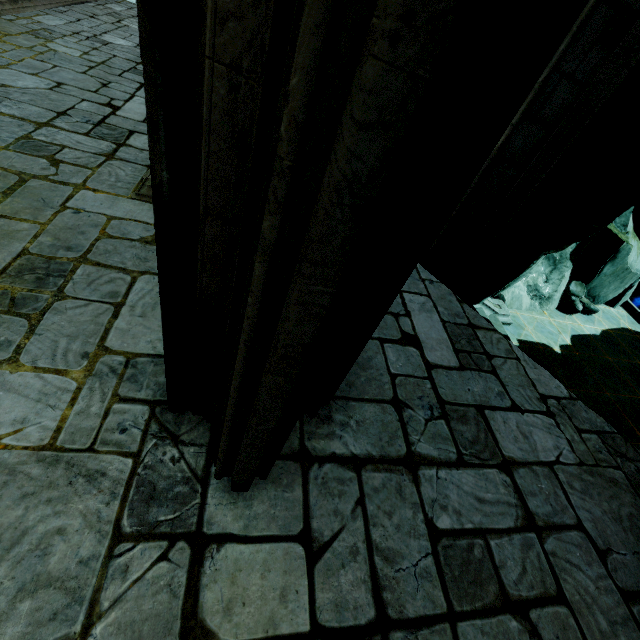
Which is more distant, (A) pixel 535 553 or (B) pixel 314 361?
(A) pixel 535 553

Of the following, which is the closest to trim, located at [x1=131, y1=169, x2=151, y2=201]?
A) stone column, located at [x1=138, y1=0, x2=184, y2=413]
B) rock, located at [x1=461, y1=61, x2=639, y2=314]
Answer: stone column, located at [x1=138, y1=0, x2=184, y2=413]

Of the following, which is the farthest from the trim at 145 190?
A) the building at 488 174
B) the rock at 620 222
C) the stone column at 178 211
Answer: the rock at 620 222

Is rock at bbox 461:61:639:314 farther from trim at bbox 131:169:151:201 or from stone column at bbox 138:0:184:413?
trim at bbox 131:169:151:201

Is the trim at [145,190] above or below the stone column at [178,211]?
below

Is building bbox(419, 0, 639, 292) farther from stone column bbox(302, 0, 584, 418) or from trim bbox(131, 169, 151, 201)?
stone column bbox(302, 0, 584, 418)

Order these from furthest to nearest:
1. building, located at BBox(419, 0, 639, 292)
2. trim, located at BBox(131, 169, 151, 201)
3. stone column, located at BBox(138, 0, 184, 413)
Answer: trim, located at BBox(131, 169, 151, 201) < building, located at BBox(419, 0, 639, 292) < stone column, located at BBox(138, 0, 184, 413)

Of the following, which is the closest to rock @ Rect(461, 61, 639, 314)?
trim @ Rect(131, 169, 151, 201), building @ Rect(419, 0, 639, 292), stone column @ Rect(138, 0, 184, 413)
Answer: building @ Rect(419, 0, 639, 292)
